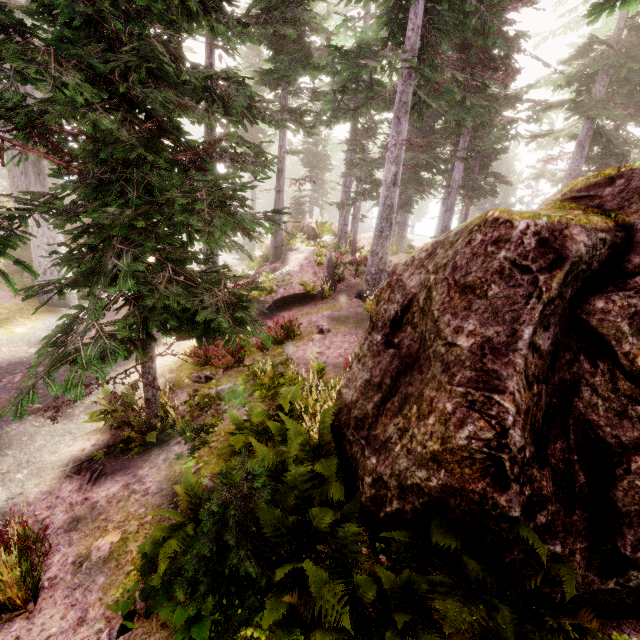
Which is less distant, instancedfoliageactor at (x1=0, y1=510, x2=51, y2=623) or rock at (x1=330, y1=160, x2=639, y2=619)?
rock at (x1=330, y1=160, x2=639, y2=619)

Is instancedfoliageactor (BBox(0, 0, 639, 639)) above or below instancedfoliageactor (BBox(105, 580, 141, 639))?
above

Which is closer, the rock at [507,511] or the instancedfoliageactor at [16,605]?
the rock at [507,511]

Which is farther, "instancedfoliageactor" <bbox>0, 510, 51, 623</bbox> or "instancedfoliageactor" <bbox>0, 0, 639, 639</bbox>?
"instancedfoliageactor" <bbox>0, 510, 51, 623</bbox>

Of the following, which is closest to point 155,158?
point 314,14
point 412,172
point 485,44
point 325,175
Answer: point 485,44

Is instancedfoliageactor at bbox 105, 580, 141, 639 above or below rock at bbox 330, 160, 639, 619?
below

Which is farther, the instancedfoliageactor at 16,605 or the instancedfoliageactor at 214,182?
the instancedfoliageactor at 16,605
